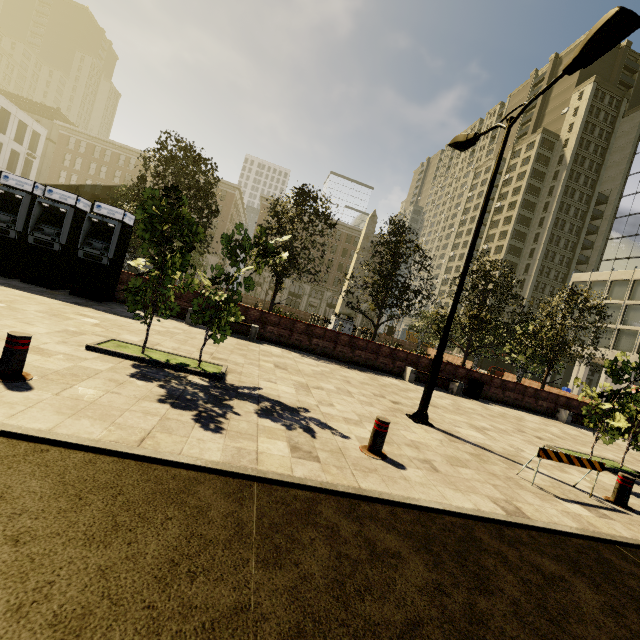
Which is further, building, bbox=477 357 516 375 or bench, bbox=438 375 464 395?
building, bbox=477 357 516 375

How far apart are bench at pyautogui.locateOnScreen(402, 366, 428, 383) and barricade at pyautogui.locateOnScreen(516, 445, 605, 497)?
7.8m

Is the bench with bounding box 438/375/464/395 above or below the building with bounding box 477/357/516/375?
below

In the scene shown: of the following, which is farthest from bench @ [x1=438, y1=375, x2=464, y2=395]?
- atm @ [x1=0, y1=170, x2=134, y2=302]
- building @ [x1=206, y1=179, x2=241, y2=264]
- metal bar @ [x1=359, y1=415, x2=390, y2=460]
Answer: building @ [x1=206, y1=179, x2=241, y2=264]

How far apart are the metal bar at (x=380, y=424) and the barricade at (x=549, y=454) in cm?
281

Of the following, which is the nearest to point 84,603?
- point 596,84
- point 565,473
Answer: point 565,473

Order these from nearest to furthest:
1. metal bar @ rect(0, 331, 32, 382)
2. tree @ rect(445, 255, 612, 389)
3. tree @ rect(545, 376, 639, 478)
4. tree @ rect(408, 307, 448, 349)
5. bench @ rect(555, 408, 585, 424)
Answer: metal bar @ rect(0, 331, 32, 382) < tree @ rect(545, 376, 639, 478) < bench @ rect(555, 408, 585, 424) < tree @ rect(445, 255, 612, 389) < tree @ rect(408, 307, 448, 349)

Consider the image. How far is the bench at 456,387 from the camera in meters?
14.2
